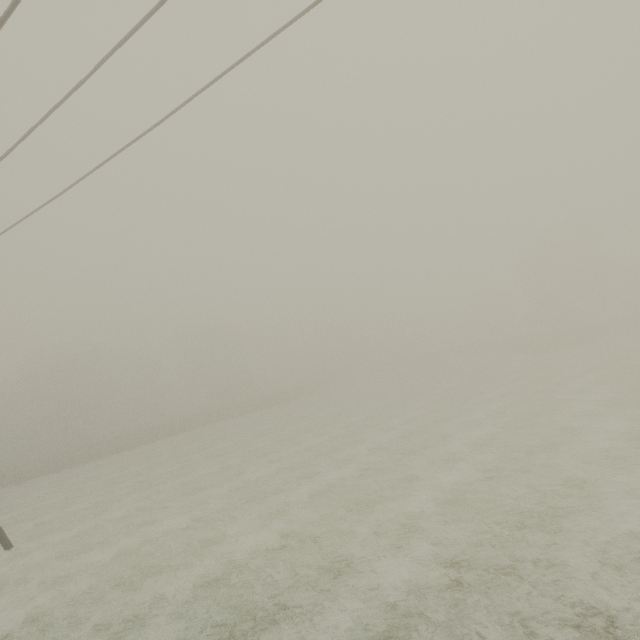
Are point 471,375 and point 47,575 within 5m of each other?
no
